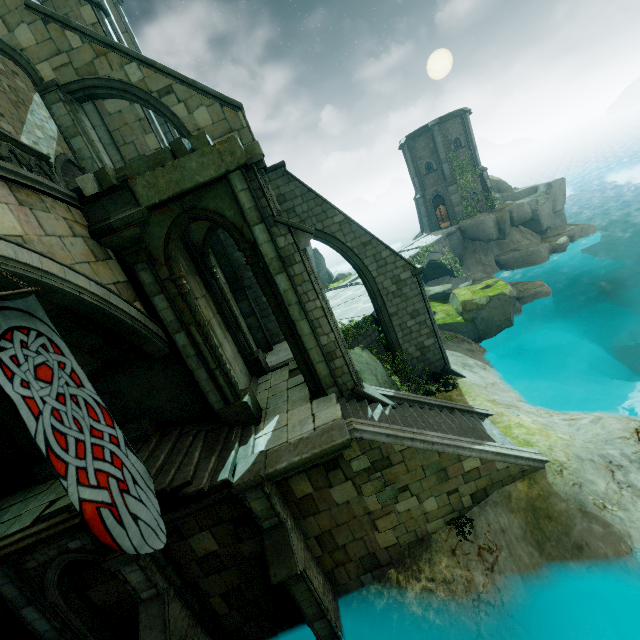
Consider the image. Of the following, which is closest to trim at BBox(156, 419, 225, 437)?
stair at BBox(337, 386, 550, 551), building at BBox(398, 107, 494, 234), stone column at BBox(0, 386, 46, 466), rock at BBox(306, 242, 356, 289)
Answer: stone column at BBox(0, 386, 46, 466)

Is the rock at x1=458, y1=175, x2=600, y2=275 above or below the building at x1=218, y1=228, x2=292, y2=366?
below

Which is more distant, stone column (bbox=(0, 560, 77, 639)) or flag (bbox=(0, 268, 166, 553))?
stone column (bbox=(0, 560, 77, 639))

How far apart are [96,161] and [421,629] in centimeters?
1756cm

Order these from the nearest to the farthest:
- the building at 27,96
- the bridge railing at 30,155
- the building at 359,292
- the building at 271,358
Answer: the bridge railing at 30,155 → the building at 27,96 → the building at 359,292 → the building at 271,358

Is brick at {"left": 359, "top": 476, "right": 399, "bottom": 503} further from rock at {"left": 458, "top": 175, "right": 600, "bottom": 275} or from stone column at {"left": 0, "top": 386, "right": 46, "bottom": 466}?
rock at {"left": 458, "top": 175, "right": 600, "bottom": 275}

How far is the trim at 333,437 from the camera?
7.76m

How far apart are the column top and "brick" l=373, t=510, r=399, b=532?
9.4 meters
